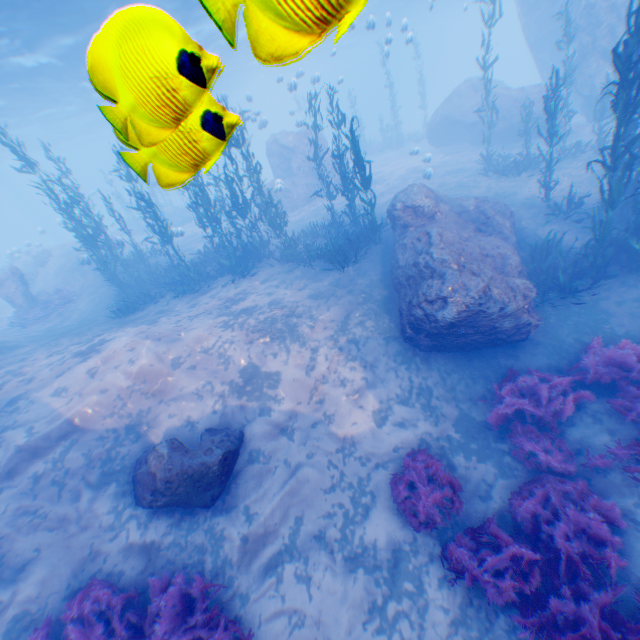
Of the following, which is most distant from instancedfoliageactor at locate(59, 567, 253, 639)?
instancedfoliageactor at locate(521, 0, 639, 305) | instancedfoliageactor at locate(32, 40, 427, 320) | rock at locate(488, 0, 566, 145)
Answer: instancedfoliageactor at locate(32, 40, 427, 320)

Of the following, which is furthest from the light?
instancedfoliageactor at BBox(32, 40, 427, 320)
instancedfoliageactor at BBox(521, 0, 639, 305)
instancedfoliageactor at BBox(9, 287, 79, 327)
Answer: instancedfoliageactor at BBox(9, 287, 79, 327)

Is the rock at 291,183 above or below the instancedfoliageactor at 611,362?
above

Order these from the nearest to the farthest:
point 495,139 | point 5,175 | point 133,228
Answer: point 495,139
point 133,228
point 5,175

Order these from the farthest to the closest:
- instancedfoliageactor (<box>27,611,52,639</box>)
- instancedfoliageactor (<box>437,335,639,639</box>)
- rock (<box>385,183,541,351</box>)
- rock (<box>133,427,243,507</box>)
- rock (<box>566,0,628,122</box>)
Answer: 1. rock (<box>566,0,628,122</box>)
2. rock (<box>385,183,541,351</box>)
3. rock (<box>133,427,243,507</box>)
4. instancedfoliageactor (<box>27,611,52,639</box>)
5. instancedfoliageactor (<box>437,335,639,639</box>)

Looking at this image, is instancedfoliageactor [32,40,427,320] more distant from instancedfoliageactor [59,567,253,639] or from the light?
instancedfoliageactor [59,567,253,639]

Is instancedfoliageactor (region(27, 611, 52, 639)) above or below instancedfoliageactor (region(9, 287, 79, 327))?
below

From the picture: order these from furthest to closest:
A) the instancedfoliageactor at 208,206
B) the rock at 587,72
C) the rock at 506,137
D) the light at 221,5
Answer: the rock at 506,137 → the rock at 587,72 → the instancedfoliageactor at 208,206 → the light at 221,5
